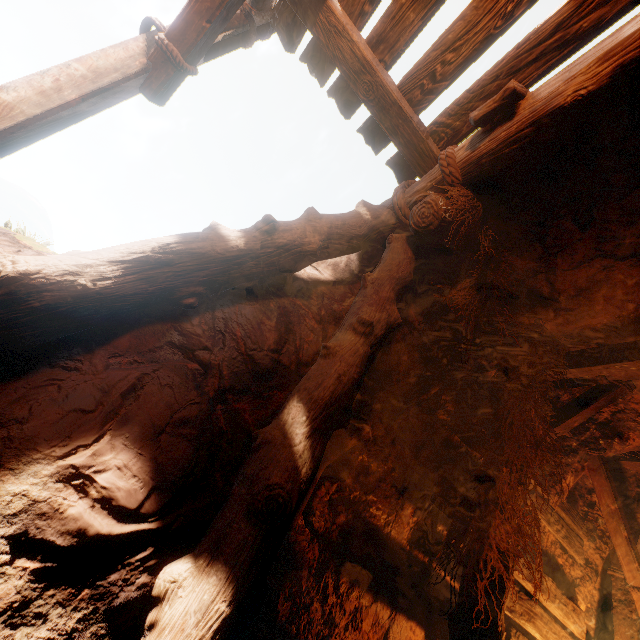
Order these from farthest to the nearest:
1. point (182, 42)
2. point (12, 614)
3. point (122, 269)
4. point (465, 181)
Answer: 1. point (465, 181)
2. point (182, 42)
3. point (122, 269)
4. point (12, 614)
